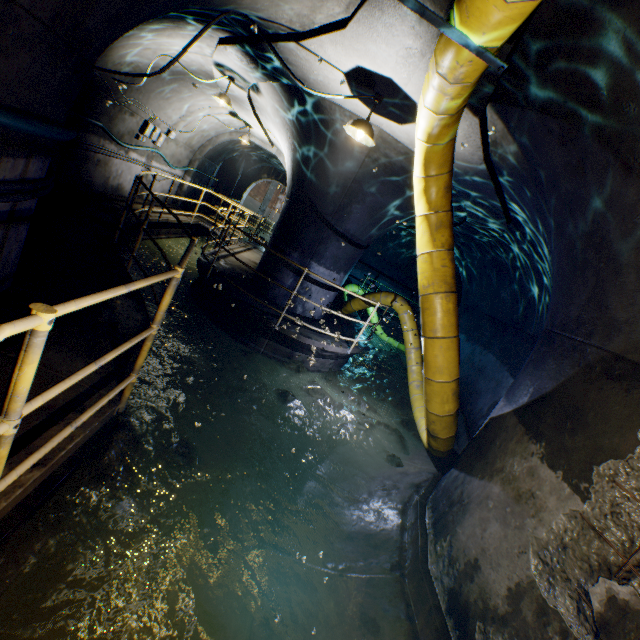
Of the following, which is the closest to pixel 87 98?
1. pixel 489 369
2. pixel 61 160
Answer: pixel 61 160

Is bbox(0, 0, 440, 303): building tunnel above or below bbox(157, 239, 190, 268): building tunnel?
above

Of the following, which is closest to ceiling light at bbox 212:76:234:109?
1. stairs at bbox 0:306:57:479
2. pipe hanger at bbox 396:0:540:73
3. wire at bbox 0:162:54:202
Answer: wire at bbox 0:162:54:202

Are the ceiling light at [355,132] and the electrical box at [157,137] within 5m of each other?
no

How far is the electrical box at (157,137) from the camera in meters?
8.8

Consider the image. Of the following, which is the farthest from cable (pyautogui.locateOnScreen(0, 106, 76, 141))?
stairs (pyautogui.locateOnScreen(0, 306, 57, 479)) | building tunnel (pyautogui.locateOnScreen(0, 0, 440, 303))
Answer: stairs (pyautogui.locateOnScreen(0, 306, 57, 479))

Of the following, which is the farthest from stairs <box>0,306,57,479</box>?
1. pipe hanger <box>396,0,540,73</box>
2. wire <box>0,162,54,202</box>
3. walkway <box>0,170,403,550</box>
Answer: pipe hanger <box>396,0,540,73</box>

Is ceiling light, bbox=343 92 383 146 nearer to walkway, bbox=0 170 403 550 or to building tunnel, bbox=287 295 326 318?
building tunnel, bbox=287 295 326 318
